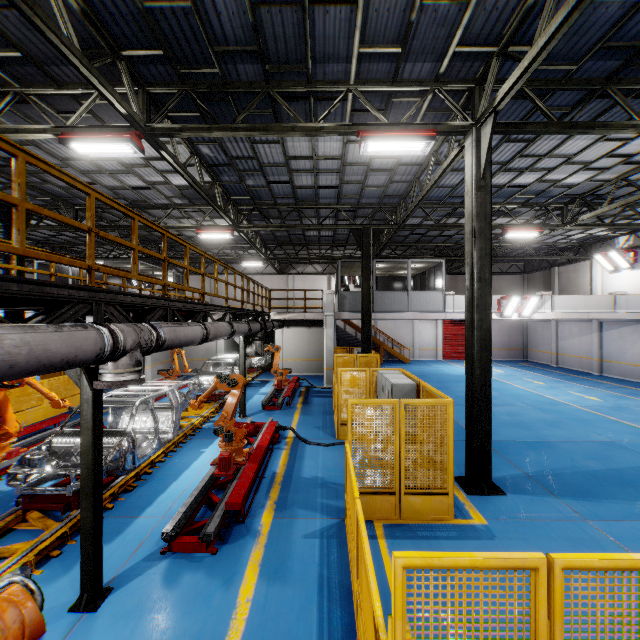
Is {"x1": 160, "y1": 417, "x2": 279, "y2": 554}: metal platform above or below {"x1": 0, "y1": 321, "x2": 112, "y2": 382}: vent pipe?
below

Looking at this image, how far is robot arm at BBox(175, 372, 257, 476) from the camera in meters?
7.1 m

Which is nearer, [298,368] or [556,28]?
[556,28]

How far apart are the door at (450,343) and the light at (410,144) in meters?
24.4 m

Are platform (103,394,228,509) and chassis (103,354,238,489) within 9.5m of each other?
yes

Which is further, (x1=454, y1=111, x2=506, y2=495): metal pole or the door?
the door

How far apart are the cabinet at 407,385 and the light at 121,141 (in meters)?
8.07

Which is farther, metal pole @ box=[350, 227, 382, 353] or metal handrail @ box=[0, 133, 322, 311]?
metal pole @ box=[350, 227, 382, 353]
